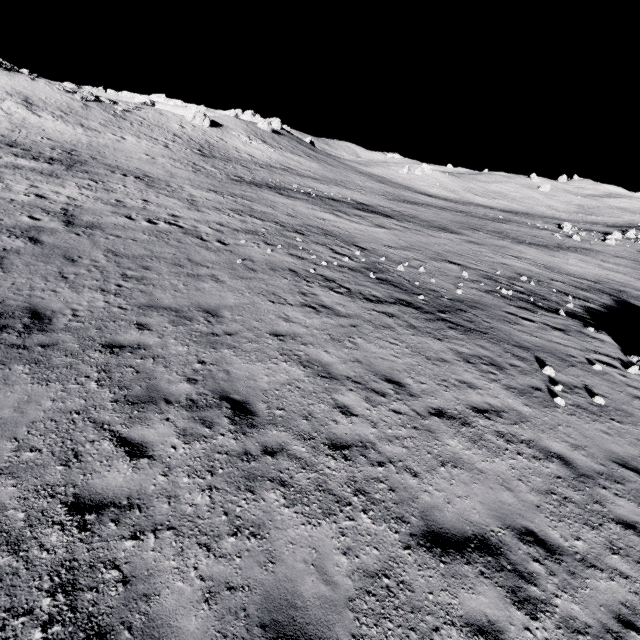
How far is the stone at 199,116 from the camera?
53.2 meters

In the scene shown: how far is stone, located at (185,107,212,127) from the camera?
53.2 meters

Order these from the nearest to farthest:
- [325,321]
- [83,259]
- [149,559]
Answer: [149,559] → [325,321] → [83,259]
